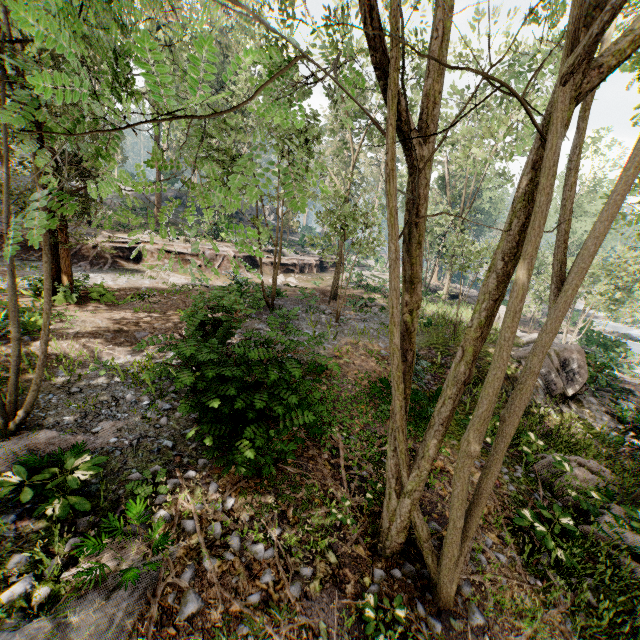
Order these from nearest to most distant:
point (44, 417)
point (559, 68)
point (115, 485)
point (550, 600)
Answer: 1. point (115, 485)
2. point (550, 600)
3. point (44, 417)
4. point (559, 68)

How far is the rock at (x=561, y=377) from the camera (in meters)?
14.41

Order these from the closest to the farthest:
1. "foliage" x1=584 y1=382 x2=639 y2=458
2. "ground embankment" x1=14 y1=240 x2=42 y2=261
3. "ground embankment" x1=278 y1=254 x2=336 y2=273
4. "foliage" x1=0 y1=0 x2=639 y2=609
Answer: "foliage" x1=0 y1=0 x2=639 y2=609 → "foliage" x1=584 y1=382 x2=639 y2=458 → "ground embankment" x1=14 y1=240 x2=42 y2=261 → "ground embankment" x1=278 y1=254 x2=336 y2=273

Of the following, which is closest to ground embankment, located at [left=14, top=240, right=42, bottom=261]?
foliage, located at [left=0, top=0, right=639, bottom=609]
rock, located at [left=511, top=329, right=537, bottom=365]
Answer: foliage, located at [left=0, top=0, right=639, bottom=609]

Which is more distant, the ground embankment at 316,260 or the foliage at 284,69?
the ground embankment at 316,260

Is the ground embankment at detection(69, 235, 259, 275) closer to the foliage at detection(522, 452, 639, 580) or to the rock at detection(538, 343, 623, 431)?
the foliage at detection(522, 452, 639, 580)
